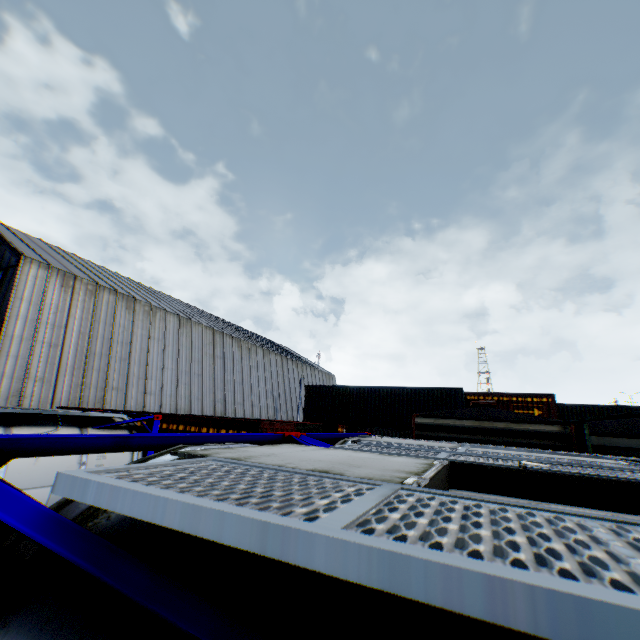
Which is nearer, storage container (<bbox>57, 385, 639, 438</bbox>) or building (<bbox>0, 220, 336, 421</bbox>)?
storage container (<bbox>57, 385, 639, 438</bbox>)

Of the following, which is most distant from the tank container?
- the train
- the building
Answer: the building

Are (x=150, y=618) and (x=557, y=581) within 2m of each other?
yes

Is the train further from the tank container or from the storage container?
the storage container

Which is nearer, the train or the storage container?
the train

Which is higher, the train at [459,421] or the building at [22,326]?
the building at [22,326]

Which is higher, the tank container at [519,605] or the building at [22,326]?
the building at [22,326]

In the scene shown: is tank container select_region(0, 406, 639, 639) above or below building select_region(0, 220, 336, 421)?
below
